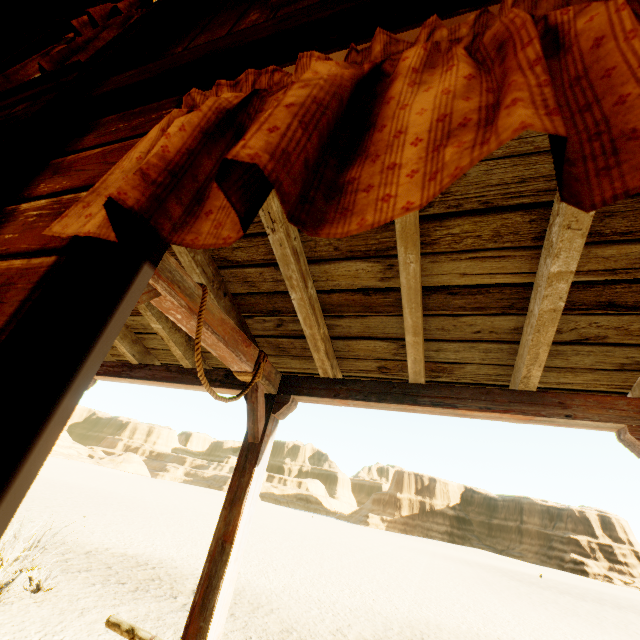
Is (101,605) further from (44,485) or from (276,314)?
(44,485)

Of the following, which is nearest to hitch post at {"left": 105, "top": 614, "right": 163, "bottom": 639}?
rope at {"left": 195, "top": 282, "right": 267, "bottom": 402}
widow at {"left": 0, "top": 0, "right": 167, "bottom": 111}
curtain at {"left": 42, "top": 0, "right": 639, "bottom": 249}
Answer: rope at {"left": 195, "top": 282, "right": 267, "bottom": 402}

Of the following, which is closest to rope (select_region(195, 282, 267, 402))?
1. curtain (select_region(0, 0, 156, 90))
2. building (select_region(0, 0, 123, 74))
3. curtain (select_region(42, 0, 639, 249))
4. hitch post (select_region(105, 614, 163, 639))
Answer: building (select_region(0, 0, 123, 74))

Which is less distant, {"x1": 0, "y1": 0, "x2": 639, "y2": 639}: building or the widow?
{"x1": 0, "y1": 0, "x2": 639, "y2": 639}: building

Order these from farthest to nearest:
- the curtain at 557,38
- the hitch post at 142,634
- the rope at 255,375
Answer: the hitch post at 142,634, the rope at 255,375, the curtain at 557,38

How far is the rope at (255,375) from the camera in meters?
1.7 m

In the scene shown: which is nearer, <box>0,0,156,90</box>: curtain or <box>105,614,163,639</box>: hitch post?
<box>0,0,156,90</box>: curtain

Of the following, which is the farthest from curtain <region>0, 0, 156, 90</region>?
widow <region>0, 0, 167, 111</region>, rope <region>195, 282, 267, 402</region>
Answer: rope <region>195, 282, 267, 402</region>
